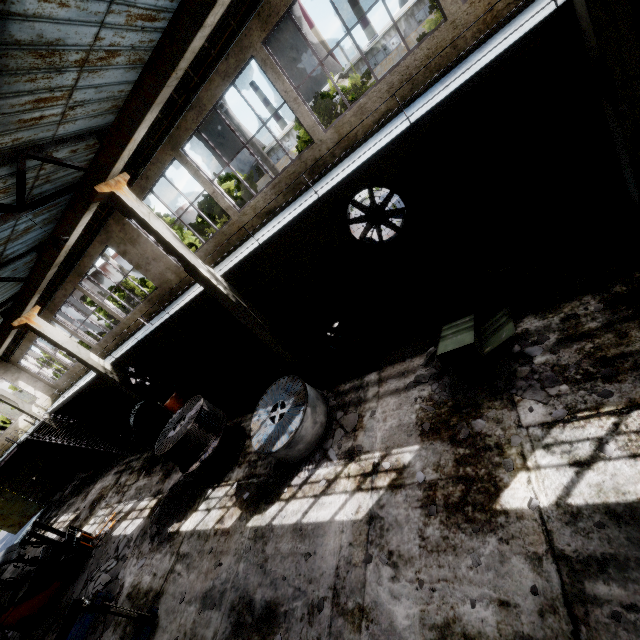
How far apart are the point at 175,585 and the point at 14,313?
12.3m

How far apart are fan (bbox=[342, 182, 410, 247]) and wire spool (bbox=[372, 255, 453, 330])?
1.54m

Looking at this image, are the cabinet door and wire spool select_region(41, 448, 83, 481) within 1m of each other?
no

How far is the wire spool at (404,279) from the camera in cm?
815

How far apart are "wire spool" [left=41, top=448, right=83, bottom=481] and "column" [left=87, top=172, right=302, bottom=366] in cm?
1940

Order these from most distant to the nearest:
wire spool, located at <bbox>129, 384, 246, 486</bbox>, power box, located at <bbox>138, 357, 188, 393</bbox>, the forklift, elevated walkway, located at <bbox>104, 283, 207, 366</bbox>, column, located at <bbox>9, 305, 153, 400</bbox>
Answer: power box, located at <bbox>138, 357, 188, 393</bbox> < column, located at <bbox>9, 305, 153, 400</bbox> < elevated walkway, located at <bbox>104, 283, 207, 366</bbox> < the forklift < wire spool, located at <bbox>129, 384, 246, 486</bbox>

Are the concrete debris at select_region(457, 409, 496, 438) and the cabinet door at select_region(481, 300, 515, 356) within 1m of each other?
yes

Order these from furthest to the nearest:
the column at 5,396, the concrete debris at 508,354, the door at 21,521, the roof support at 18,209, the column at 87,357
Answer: the door at 21,521, the column at 5,396, the column at 87,357, the roof support at 18,209, the concrete debris at 508,354
